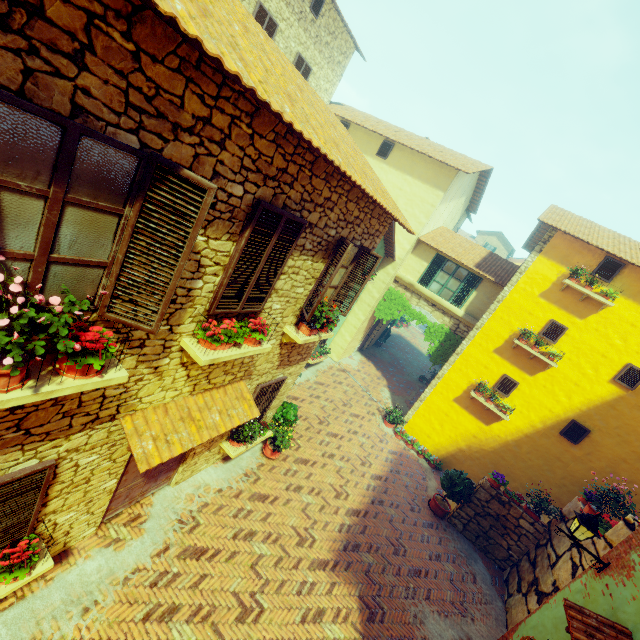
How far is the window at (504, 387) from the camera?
11.8m

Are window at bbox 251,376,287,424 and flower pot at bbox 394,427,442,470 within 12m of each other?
yes

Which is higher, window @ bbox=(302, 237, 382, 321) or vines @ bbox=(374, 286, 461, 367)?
window @ bbox=(302, 237, 382, 321)

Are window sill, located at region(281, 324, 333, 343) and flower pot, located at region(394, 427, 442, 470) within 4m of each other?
no

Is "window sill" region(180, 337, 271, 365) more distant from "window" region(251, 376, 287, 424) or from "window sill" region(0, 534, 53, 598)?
"window sill" region(0, 534, 53, 598)

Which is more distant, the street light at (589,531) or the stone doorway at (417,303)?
the stone doorway at (417,303)

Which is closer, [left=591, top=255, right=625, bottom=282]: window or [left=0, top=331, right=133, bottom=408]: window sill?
[left=0, top=331, right=133, bottom=408]: window sill

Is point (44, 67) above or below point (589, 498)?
above
